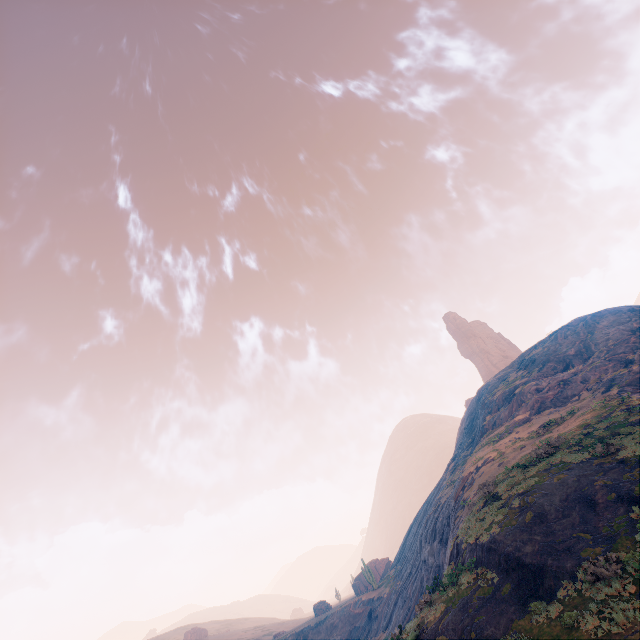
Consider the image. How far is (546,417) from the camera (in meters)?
32.31
